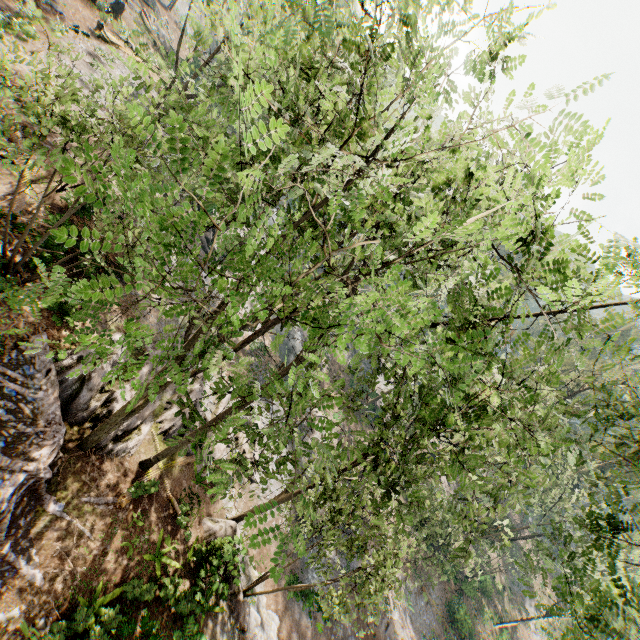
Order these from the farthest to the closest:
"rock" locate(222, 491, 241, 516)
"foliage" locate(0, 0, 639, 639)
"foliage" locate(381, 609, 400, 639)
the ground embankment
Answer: "foliage" locate(381, 609, 400, 639), "rock" locate(222, 491, 241, 516), the ground embankment, "foliage" locate(0, 0, 639, 639)

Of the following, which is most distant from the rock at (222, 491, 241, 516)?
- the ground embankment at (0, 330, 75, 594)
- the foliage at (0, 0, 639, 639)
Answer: the ground embankment at (0, 330, 75, 594)

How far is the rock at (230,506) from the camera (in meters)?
18.94

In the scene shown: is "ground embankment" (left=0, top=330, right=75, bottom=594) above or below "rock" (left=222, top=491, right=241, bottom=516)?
above

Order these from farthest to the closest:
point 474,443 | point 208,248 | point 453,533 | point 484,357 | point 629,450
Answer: point 629,450 < point 208,248 < point 474,443 < point 453,533 < point 484,357

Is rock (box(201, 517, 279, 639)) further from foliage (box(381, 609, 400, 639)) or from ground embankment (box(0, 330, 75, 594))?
ground embankment (box(0, 330, 75, 594))

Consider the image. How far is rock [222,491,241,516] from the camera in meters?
18.9

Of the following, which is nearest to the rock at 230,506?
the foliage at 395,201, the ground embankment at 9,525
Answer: the foliage at 395,201
